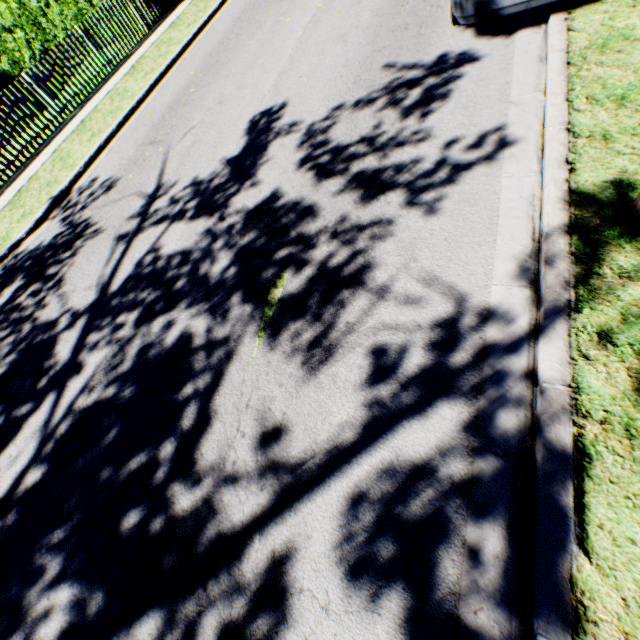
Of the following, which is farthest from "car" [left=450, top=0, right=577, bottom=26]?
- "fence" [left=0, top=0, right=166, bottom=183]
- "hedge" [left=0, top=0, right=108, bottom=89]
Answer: "hedge" [left=0, top=0, right=108, bottom=89]

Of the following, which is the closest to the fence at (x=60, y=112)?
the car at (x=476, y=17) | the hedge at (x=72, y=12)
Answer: the hedge at (x=72, y=12)

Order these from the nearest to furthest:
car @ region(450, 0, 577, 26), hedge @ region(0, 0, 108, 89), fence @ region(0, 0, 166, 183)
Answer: car @ region(450, 0, 577, 26)
fence @ region(0, 0, 166, 183)
hedge @ region(0, 0, 108, 89)

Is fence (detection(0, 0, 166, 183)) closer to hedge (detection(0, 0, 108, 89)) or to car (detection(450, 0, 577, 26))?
hedge (detection(0, 0, 108, 89))

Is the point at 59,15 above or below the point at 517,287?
above
